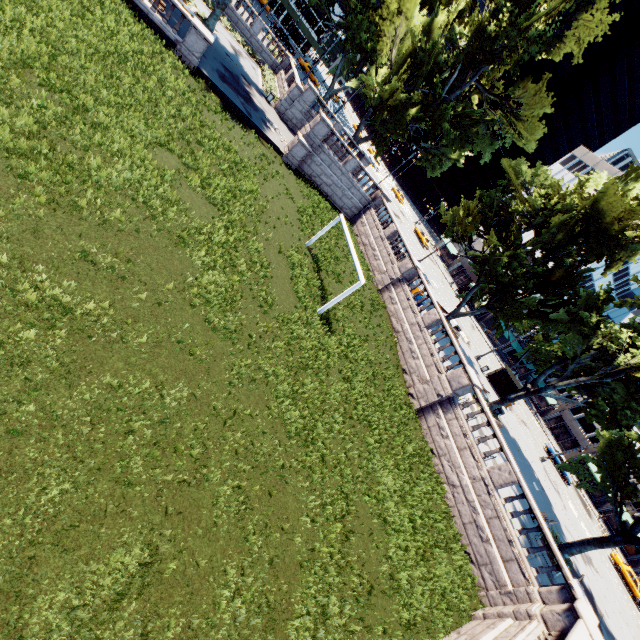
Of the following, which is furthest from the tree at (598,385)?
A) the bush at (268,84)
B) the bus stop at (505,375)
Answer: the bus stop at (505,375)

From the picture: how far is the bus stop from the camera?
34.97m

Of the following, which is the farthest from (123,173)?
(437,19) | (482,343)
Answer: (482,343)

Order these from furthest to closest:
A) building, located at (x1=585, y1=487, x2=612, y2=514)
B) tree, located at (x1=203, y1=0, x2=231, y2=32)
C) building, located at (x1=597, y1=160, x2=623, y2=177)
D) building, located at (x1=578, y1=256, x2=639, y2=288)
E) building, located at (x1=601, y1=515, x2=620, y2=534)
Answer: building, located at (x1=597, y1=160, x2=623, y2=177) → building, located at (x1=578, y1=256, x2=639, y2=288) → building, located at (x1=585, y1=487, x2=612, y2=514) → building, located at (x1=601, y1=515, x2=620, y2=534) → tree, located at (x1=203, y1=0, x2=231, y2=32)

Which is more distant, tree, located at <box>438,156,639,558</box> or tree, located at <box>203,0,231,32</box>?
tree, located at <box>203,0,231,32</box>

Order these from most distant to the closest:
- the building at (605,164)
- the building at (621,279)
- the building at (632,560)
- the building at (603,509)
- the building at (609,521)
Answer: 1. the building at (605,164)
2. the building at (621,279)
3. the building at (603,509)
4. the building at (609,521)
5. the building at (632,560)

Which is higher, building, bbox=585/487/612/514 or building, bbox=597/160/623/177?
building, bbox=597/160/623/177
